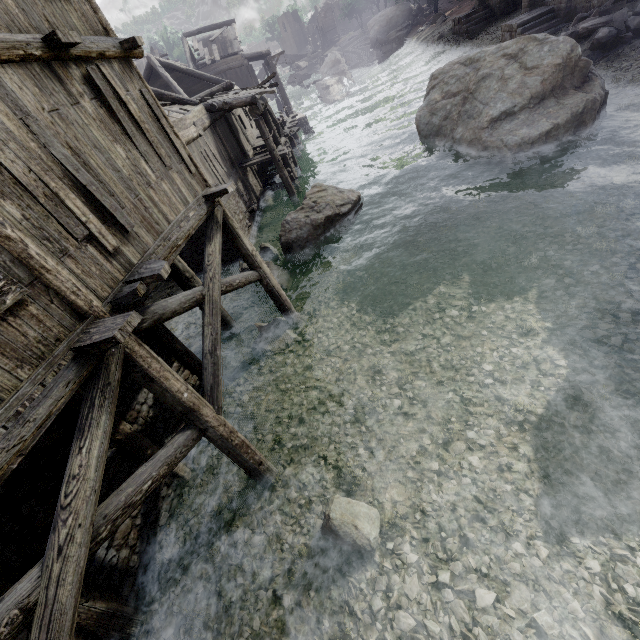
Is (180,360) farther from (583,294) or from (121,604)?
(583,294)

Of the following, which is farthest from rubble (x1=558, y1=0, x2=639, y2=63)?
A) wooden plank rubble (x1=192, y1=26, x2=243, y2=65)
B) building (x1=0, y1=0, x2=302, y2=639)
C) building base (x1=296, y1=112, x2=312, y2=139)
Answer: wooden plank rubble (x1=192, y1=26, x2=243, y2=65)

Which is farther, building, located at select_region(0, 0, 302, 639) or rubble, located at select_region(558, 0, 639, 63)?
rubble, located at select_region(558, 0, 639, 63)

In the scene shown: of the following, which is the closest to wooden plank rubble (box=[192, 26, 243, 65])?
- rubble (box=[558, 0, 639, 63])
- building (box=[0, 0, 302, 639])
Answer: building (box=[0, 0, 302, 639])

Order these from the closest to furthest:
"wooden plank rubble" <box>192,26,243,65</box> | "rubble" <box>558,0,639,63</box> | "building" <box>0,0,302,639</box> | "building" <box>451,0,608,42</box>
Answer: "building" <box>0,0,302,639</box>, "rubble" <box>558,0,639,63</box>, "building" <box>451,0,608,42</box>, "wooden plank rubble" <box>192,26,243,65</box>

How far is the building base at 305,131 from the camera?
27.99m

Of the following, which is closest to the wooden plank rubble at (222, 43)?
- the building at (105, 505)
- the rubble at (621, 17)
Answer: the building at (105, 505)

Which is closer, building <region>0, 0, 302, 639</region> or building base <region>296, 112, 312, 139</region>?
building <region>0, 0, 302, 639</region>
